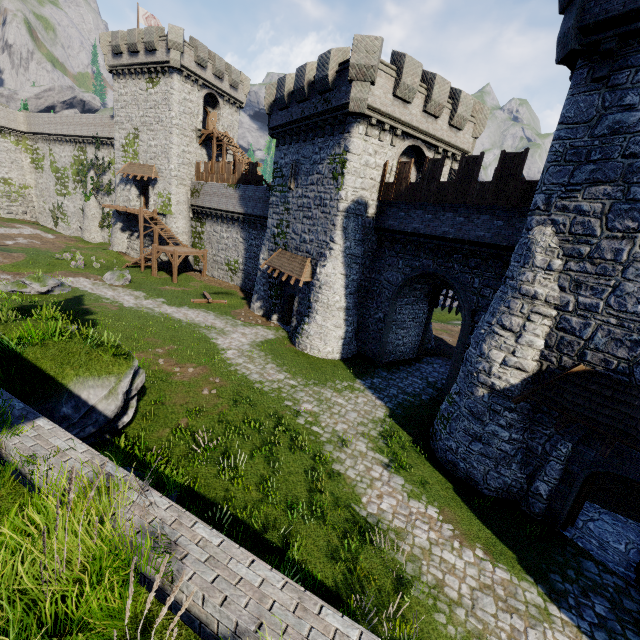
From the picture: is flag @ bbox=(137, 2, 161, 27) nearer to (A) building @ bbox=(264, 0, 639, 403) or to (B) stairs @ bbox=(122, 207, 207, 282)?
(B) stairs @ bbox=(122, 207, 207, 282)

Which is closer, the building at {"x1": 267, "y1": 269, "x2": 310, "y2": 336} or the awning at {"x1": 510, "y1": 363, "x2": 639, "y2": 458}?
the awning at {"x1": 510, "y1": 363, "x2": 639, "y2": 458}

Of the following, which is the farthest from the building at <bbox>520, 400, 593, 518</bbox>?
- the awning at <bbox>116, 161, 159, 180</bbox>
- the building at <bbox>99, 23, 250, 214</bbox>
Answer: the awning at <bbox>116, 161, 159, 180</bbox>

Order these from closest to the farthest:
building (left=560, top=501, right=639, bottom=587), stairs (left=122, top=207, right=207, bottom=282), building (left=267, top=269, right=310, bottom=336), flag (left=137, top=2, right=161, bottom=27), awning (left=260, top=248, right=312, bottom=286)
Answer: building (left=560, top=501, right=639, bottom=587), awning (left=260, top=248, right=312, bottom=286), building (left=267, top=269, right=310, bottom=336), stairs (left=122, top=207, right=207, bottom=282), flag (left=137, top=2, right=161, bottom=27)

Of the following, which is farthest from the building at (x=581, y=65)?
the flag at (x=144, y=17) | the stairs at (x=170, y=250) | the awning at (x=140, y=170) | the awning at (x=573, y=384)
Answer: the flag at (x=144, y=17)

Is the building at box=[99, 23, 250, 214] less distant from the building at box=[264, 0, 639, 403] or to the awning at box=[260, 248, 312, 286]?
the building at box=[264, 0, 639, 403]

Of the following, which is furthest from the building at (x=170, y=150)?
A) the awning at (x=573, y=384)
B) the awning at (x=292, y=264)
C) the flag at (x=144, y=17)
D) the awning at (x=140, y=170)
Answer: the awning at (x=573, y=384)

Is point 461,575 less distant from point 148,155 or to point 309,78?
point 309,78
